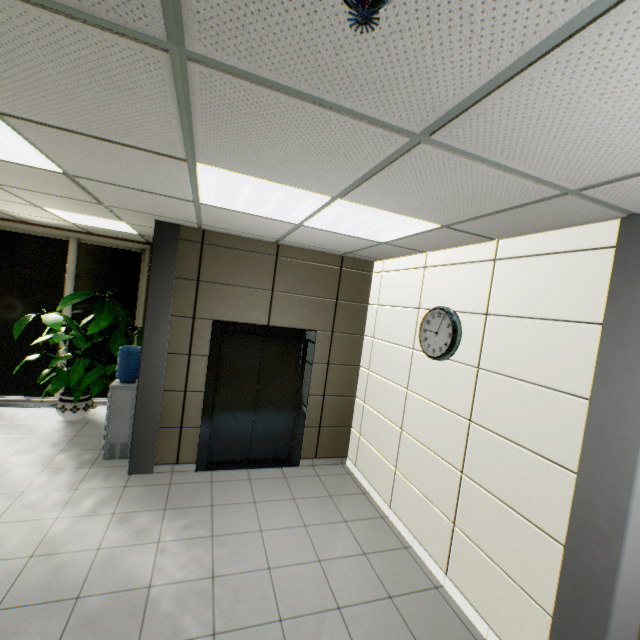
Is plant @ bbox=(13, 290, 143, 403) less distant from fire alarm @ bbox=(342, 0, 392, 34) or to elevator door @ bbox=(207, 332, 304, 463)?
elevator door @ bbox=(207, 332, 304, 463)

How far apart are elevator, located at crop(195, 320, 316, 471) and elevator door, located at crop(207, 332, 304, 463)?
0.0m

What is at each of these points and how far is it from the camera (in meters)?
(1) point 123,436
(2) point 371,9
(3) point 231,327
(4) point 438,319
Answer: (1) water container, 4.43
(2) fire alarm, 0.76
(3) elevator, 4.41
(4) clock, 3.44

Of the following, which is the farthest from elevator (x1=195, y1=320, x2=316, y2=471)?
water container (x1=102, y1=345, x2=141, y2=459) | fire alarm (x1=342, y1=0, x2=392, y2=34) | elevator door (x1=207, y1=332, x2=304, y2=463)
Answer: fire alarm (x1=342, y1=0, x2=392, y2=34)

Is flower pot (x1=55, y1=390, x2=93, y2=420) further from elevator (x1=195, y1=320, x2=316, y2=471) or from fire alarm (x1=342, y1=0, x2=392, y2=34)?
fire alarm (x1=342, y1=0, x2=392, y2=34)

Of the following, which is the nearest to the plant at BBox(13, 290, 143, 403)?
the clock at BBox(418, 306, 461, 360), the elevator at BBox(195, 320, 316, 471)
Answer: the elevator at BBox(195, 320, 316, 471)

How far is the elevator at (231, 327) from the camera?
4.37m

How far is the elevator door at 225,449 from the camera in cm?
460
